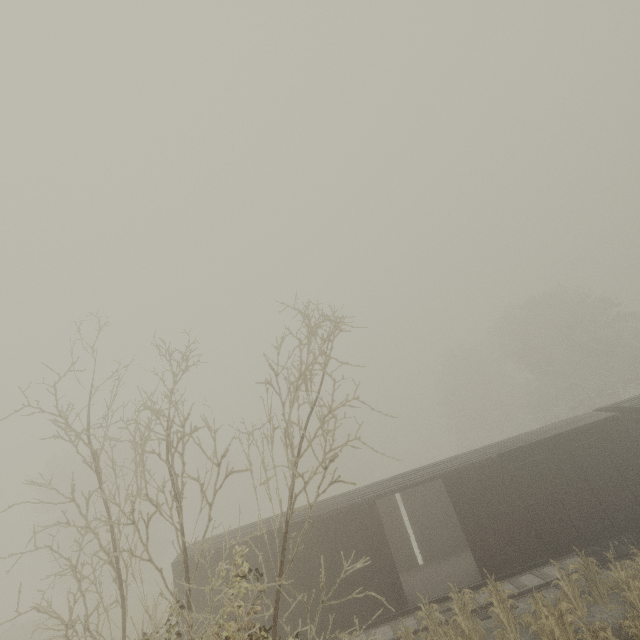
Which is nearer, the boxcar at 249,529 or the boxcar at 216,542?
the boxcar at 216,542

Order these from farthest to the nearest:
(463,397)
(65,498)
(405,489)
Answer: (463,397) < (405,489) < (65,498)

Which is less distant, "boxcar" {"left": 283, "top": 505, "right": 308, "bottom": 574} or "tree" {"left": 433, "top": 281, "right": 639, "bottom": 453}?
"boxcar" {"left": 283, "top": 505, "right": 308, "bottom": 574}

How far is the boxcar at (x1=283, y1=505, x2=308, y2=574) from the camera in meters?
11.8

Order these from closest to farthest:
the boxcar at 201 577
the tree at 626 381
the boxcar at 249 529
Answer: the boxcar at 201 577, the boxcar at 249 529, the tree at 626 381

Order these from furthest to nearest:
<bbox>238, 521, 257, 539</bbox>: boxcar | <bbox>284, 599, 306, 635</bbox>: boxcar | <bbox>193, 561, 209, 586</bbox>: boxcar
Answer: <bbox>238, 521, 257, 539</bbox>: boxcar, <bbox>193, 561, 209, 586</bbox>: boxcar, <bbox>284, 599, 306, 635</bbox>: boxcar

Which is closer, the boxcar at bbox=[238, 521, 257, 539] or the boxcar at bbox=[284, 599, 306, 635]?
the boxcar at bbox=[284, 599, 306, 635]
